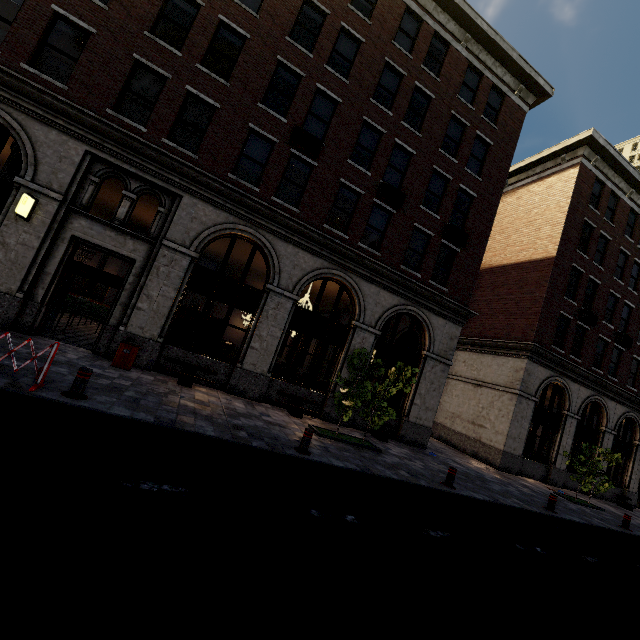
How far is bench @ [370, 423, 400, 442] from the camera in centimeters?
1323cm

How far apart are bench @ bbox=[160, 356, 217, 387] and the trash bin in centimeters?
79cm

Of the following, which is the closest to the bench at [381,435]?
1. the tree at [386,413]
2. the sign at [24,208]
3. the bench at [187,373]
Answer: the tree at [386,413]

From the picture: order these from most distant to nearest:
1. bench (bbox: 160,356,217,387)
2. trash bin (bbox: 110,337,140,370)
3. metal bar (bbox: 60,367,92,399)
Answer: bench (bbox: 160,356,217,387)
trash bin (bbox: 110,337,140,370)
metal bar (bbox: 60,367,92,399)

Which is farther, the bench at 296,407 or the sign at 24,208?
the bench at 296,407

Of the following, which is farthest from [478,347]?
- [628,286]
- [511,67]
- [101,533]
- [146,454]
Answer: [101,533]

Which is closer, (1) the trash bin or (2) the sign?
(2) the sign

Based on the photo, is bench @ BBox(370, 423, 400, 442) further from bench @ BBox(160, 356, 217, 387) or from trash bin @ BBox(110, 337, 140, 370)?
trash bin @ BBox(110, 337, 140, 370)
